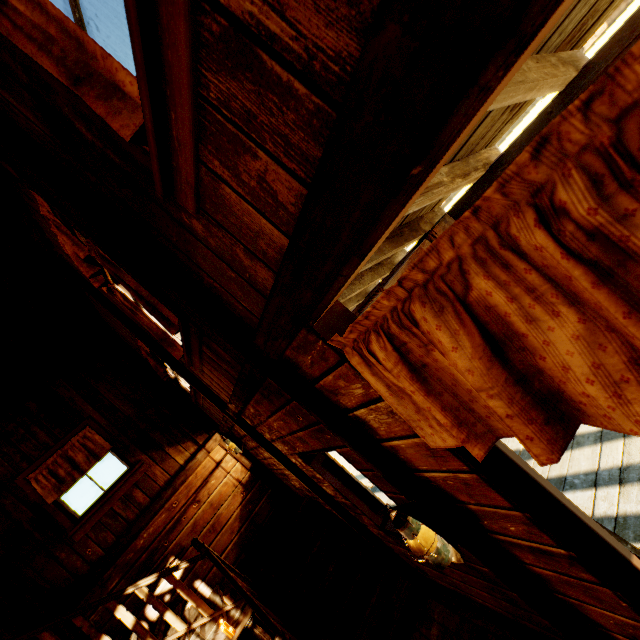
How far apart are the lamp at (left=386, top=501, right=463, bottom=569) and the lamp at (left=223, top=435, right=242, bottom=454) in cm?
385

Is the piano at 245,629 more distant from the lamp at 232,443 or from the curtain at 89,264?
the curtain at 89,264

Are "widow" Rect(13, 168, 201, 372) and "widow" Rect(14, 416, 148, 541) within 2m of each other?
no

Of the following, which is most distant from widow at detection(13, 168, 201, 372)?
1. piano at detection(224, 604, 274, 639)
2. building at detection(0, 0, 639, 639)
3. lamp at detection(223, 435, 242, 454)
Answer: piano at detection(224, 604, 274, 639)

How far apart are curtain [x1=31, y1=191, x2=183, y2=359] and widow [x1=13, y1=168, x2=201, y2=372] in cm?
2

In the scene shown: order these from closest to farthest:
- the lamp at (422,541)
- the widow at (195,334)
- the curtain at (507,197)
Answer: the curtain at (507,197)
the lamp at (422,541)
the widow at (195,334)

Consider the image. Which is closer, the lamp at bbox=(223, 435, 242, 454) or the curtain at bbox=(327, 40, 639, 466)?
the curtain at bbox=(327, 40, 639, 466)

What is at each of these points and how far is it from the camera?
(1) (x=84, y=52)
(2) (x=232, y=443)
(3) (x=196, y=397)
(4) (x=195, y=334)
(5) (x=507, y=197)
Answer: (1) curtain, 1.04m
(2) lamp, 5.37m
(3) widow, 4.98m
(4) widow, 2.54m
(5) curtain, 0.60m
